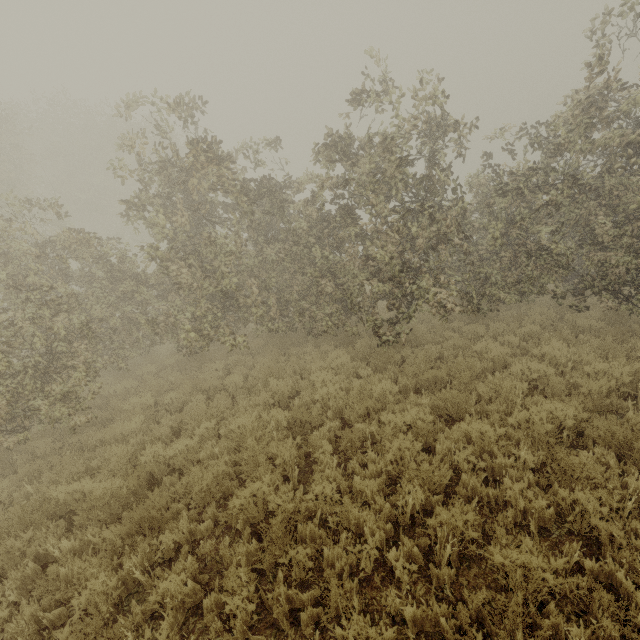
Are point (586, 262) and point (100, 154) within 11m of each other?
no
